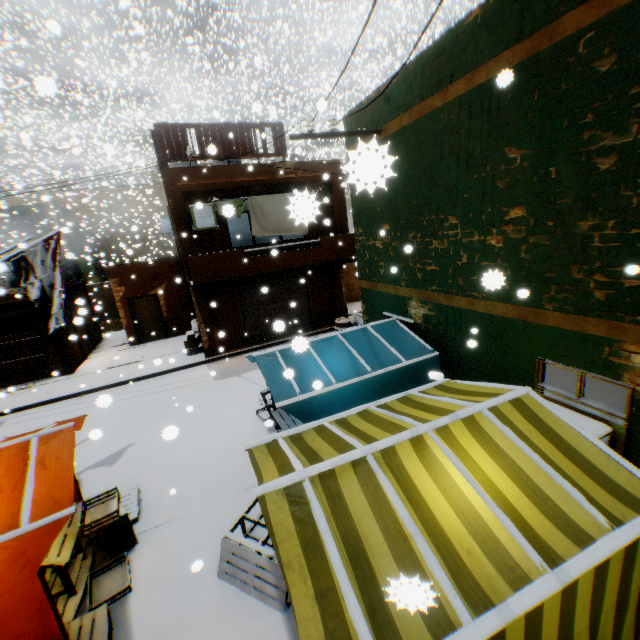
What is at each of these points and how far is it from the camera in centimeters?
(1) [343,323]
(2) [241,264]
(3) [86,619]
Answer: (1) wheel, 1484cm
(2) balcony, 1125cm
(3) wooden pallet, 430cm

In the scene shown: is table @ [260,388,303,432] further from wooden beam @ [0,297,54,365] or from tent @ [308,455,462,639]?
wooden beam @ [0,297,54,365]

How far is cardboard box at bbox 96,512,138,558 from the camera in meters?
5.1 m

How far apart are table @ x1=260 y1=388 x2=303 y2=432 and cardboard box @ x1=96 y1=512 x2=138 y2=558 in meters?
1.2 m

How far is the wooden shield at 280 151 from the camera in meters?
11.9

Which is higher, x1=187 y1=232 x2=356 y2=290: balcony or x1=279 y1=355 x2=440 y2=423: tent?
x1=187 y1=232 x2=356 y2=290: balcony

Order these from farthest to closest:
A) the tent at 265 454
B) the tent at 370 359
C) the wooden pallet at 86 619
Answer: the tent at 370 359
the wooden pallet at 86 619
the tent at 265 454

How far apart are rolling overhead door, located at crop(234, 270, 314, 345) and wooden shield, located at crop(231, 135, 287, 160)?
0.33m
